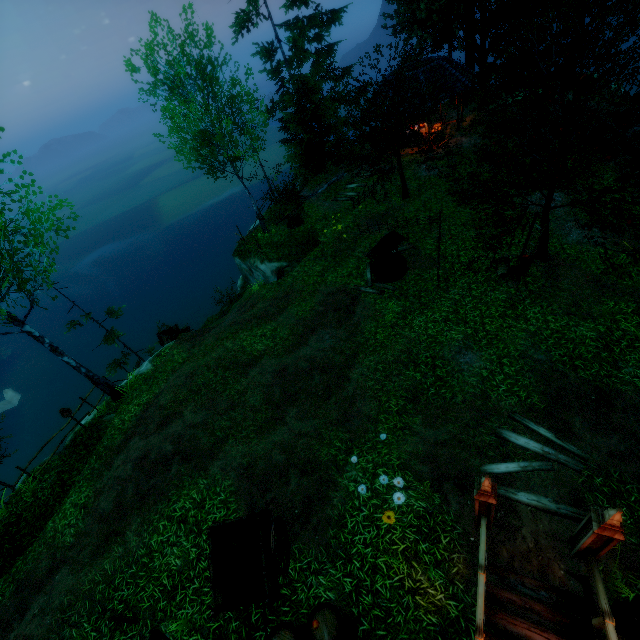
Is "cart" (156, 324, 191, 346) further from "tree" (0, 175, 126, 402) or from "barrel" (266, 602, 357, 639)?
"barrel" (266, 602, 357, 639)

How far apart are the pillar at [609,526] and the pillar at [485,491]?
1.3m

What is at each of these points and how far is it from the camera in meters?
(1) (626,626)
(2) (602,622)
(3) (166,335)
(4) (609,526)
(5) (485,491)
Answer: (1) barrel, 5.1
(2) rail, 4.7
(3) cart, 19.1
(4) pillar, 4.6
(5) pillar, 5.4

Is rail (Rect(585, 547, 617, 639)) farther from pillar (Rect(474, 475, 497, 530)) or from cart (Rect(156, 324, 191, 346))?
cart (Rect(156, 324, 191, 346))

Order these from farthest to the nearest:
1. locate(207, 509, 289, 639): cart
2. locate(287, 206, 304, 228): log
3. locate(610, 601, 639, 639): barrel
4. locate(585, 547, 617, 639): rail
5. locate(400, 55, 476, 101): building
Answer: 1. locate(287, 206, 304, 228): log
2. locate(400, 55, 476, 101): building
3. locate(207, 509, 289, 639): cart
4. locate(610, 601, 639, 639): barrel
5. locate(585, 547, 617, 639): rail

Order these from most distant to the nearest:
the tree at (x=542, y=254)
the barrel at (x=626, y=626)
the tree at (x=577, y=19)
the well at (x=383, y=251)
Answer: the well at (x=383, y=251) < the tree at (x=542, y=254) < the tree at (x=577, y=19) < the barrel at (x=626, y=626)

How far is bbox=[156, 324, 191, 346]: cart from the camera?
19.2m

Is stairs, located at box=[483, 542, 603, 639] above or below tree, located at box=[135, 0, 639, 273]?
below
